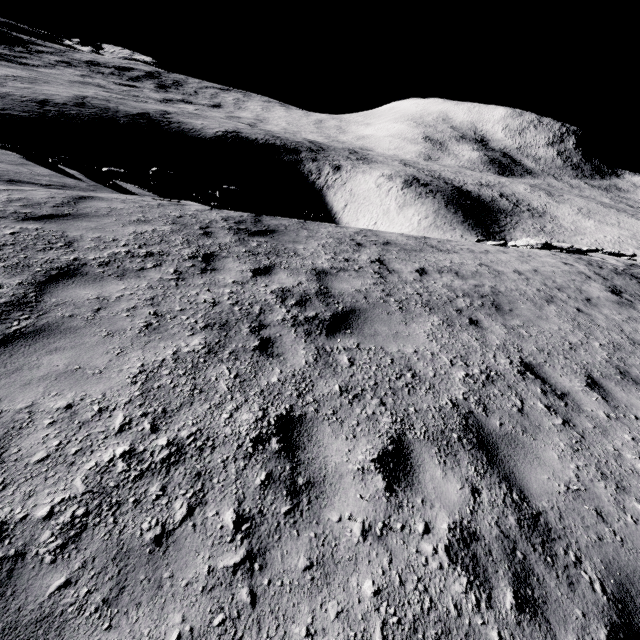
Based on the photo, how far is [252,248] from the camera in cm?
690

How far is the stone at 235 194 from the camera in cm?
1163

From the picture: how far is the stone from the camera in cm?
1163
